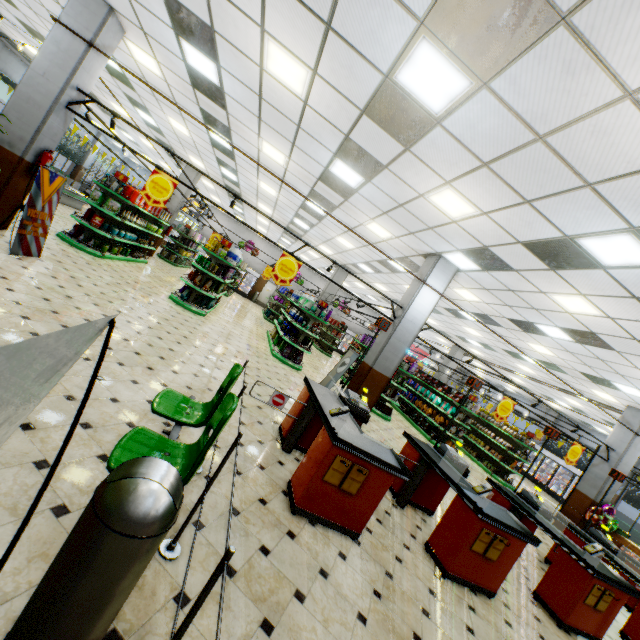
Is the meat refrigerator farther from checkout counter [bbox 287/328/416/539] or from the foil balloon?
the foil balloon

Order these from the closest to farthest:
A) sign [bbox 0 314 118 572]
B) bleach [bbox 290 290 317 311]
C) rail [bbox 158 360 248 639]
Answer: sign [bbox 0 314 118 572] → rail [bbox 158 360 248 639] → bleach [bbox 290 290 317 311]

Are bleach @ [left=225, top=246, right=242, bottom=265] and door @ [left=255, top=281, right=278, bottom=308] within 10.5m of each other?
no

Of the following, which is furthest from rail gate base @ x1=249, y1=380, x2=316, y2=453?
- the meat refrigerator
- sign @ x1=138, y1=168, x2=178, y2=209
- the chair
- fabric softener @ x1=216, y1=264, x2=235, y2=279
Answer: the meat refrigerator

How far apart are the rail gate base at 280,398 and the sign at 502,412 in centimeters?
723cm

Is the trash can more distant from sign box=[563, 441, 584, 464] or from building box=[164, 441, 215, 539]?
sign box=[563, 441, 584, 464]

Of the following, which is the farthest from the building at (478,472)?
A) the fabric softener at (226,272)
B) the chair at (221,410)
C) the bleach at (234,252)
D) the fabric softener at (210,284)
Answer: the bleach at (234,252)

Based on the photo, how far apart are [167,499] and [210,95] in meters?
8.7
